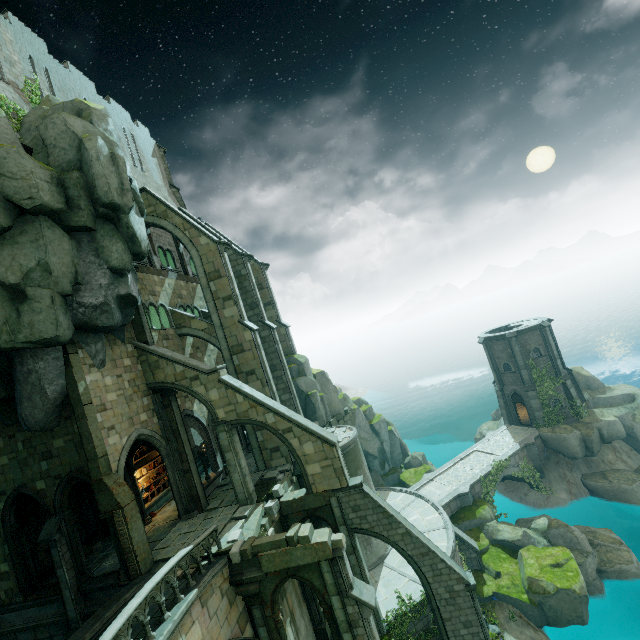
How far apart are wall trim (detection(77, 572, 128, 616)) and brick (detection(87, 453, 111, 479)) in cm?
449

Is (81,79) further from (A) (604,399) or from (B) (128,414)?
(A) (604,399)

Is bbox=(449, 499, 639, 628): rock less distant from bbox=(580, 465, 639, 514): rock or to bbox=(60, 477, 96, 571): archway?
bbox=(580, 465, 639, 514): rock

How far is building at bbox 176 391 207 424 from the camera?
20.70m

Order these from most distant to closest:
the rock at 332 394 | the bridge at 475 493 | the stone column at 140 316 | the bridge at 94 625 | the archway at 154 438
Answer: the rock at 332 394
the bridge at 475 493
the stone column at 140 316
the archway at 154 438
the bridge at 94 625

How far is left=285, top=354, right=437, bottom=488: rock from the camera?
28.0 meters

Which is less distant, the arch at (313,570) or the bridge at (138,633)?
the bridge at (138,633)

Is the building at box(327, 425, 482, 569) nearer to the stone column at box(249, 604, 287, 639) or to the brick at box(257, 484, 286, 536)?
the brick at box(257, 484, 286, 536)
